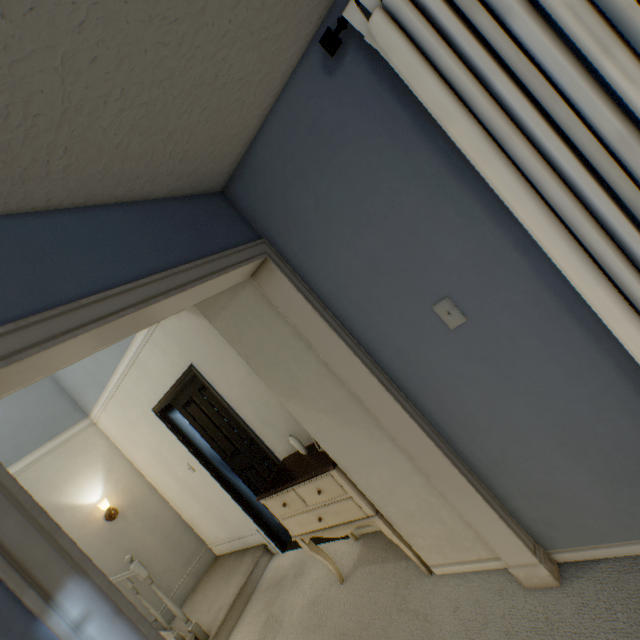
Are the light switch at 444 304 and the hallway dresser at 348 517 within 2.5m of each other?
yes

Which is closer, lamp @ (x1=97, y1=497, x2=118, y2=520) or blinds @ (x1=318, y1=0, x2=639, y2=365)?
→ blinds @ (x1=318, y1=0, x2=639, y2=365)

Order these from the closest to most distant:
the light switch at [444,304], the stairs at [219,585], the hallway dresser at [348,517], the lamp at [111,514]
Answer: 1. the light switch at [444,304]
2. the hallway dresser at [348,517]
3. the stairs at [219,585]
4. the lamp at [111,514]

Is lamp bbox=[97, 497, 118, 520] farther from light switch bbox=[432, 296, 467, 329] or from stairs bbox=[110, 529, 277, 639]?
light switch bbox=[432, 296, 467, 329]

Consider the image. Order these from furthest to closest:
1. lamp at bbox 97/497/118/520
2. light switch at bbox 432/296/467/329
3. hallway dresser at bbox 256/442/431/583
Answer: lamp at bbox 97/497/118/520 → hallway dresser at bbox 256/442/431/583 → light switch at bbox 432/296/467/329

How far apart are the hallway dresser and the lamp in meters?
2.6

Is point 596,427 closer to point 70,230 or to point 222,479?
point 70,230

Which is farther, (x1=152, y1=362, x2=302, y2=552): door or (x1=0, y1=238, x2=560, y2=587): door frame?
(x1=152, y1=362, x2=302, y2=552): door
